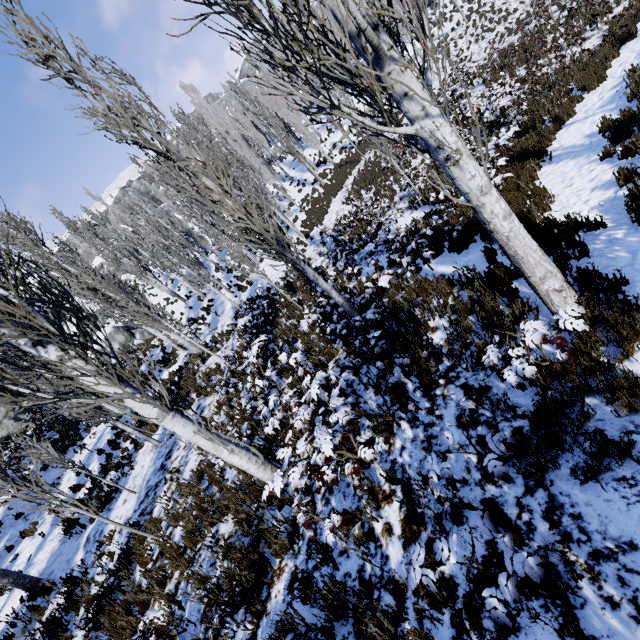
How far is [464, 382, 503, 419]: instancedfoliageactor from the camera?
2.92m

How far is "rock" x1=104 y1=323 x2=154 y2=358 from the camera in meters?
25.4

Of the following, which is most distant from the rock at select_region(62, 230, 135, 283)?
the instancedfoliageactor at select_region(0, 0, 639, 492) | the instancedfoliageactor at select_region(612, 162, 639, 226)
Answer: the instancedfoliageactor at select_region(612, 162, 639, 226)

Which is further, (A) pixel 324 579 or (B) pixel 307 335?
(B) pixel 307 335

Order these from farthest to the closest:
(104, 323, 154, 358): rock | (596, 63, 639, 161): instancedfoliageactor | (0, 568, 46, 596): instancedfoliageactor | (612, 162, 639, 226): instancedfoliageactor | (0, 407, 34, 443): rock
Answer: (104, 323, 154, 358): rock, (0, 407, 34, 443): rock, (0, 568, 46, 596): instancedfoliageactor, (596, 63, 639, 161): instancedfoliageactor, (612, 162, 639, 226): instancedfoliageactor

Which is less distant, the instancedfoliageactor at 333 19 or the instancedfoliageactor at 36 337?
the instancedfoliageactor at 333 19

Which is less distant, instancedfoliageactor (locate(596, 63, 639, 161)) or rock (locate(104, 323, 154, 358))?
instancedfoliageactor (locate(596, 63, 639, 161))

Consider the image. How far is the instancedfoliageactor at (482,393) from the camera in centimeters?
292cm
